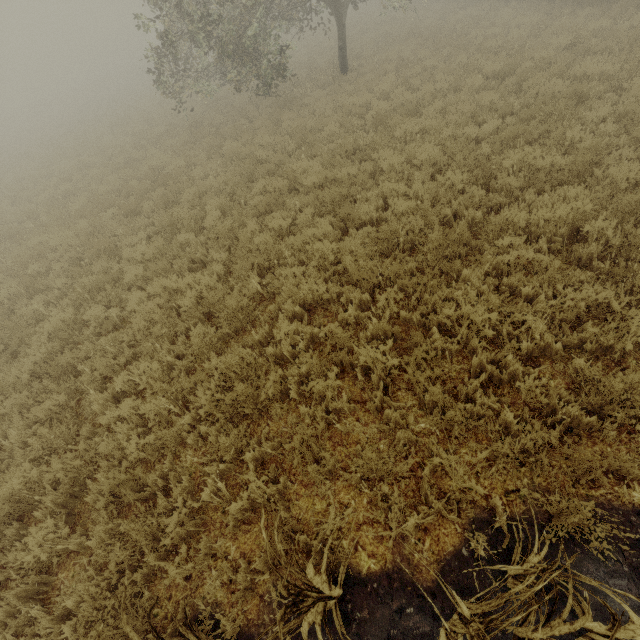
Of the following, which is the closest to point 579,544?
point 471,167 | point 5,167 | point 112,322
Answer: point 471,167

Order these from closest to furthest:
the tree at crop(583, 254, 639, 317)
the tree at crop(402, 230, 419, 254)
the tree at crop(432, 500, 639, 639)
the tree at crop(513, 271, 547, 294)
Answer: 1. the tree at crop(432, 500, 639, 639)
2. the tree at crop(583, 254, 639, 317)
3. the tree at crop(513, 271, 547, 294)
4. the tree at crop(402, 230, 419, 254)

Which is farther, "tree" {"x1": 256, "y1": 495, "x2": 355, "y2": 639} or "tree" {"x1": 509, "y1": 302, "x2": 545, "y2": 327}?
"tree" {"x1": 509, "y1": 302, "x2": 545, "y2": 327}

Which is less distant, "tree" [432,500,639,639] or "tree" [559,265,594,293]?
"tree" [432,500,639,639]

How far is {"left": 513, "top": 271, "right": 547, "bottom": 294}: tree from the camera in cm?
451

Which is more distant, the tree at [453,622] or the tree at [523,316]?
the tree at [523,316]

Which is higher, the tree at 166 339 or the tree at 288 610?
the tree at 288 610
